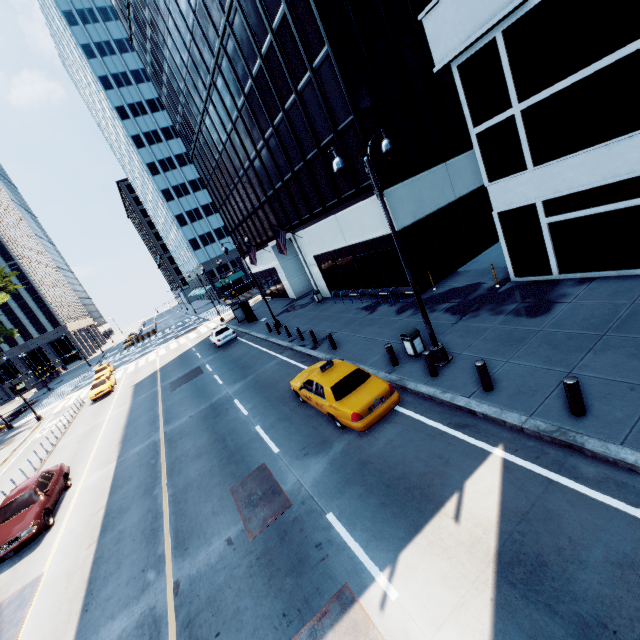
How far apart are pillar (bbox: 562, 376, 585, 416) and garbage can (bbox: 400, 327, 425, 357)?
5.19m

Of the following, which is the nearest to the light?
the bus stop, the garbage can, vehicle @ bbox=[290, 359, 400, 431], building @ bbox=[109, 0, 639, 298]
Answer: the garbage can

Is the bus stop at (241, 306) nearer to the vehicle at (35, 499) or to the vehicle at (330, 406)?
the vehicle at (35, 499)

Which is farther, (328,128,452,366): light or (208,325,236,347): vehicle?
(208,325,236,347): vehicle

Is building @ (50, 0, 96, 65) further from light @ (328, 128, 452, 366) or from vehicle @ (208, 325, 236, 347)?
light @ (328, 128, 452, 366)

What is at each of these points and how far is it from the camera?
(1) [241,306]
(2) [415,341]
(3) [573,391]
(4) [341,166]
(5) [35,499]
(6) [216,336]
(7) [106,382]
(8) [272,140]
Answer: (1) bus stop, 31.0m
(2) garbage can, 11.8m
(3) pillar, 6.6m
(4) light, 8.6m
(5) vehicle, 12.8m
(6) vehicle, 28.3m
(7) vehicle, 31.5m
(8) building, 22.8m

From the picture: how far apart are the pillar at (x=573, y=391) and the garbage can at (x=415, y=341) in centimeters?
519cm

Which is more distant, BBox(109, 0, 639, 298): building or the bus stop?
the bus stop
